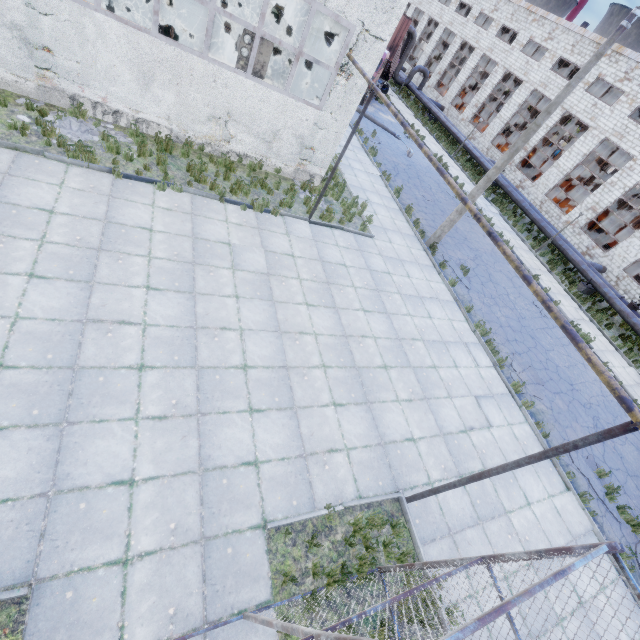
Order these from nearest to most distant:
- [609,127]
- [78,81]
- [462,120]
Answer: [78,81] → [609,127] → [462,120]

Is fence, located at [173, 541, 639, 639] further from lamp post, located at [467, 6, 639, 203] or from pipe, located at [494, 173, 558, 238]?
pipe, located at [494, 173, 558, 238]

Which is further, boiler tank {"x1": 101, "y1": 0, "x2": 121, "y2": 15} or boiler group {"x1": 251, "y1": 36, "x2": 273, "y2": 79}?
boiler tank {"x1": 101, "y1": 0, "x2": 121, "y2": 15}

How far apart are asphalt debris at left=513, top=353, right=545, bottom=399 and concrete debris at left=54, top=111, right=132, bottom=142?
14.8m

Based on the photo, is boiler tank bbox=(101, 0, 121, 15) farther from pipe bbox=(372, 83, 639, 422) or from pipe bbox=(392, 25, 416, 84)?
pipe bbox=(392, 25, 416, 84)

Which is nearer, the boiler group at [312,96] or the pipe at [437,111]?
the boiler group at [312,96]

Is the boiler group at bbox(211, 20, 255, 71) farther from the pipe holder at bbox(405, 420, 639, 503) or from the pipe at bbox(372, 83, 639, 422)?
the pipe holder at bbox(405, 420, 639, 503)
